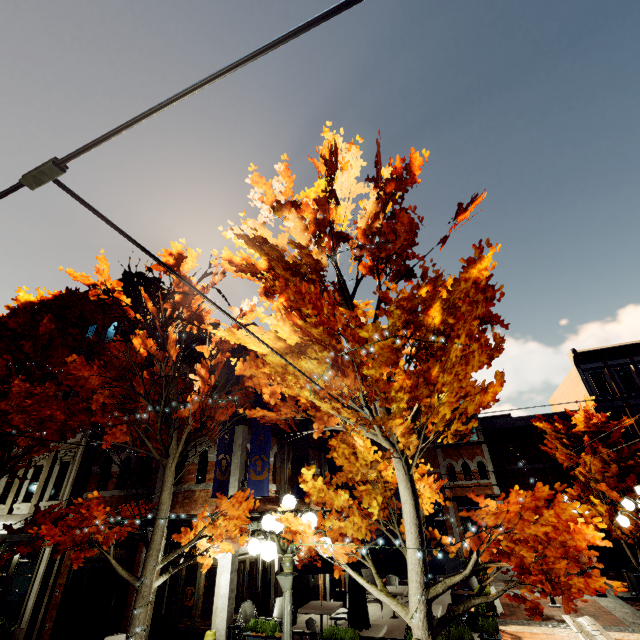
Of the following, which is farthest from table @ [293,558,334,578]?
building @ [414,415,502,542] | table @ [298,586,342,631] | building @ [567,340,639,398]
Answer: building @ [567,340,639,398]

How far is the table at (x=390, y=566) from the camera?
9.2m

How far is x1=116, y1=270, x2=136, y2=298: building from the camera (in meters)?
16.34

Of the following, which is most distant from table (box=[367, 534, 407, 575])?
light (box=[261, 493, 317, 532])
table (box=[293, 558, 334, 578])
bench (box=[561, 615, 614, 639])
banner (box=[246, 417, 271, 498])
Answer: light (box=[261, 493, 317, 532])

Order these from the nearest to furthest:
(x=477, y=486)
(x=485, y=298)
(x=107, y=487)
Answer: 1. (x=485, y=298)
2. (x=107, y=487)
3. (x=477, y=486)

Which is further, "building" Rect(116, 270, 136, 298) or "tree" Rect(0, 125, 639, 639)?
"building" Rect(116, 270, 136, 298)

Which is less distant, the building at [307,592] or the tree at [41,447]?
the tree at [41,447]

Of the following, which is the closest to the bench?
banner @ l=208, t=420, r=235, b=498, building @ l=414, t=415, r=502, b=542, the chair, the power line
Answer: the chair
